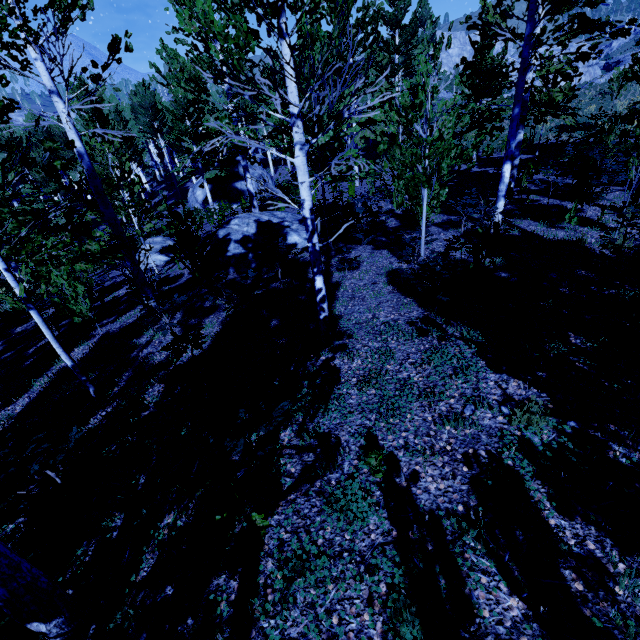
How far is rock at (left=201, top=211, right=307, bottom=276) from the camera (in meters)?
10.80

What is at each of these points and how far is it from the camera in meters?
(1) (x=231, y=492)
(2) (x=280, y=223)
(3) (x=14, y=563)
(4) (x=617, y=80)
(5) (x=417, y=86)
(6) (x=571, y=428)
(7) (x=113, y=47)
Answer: (1) instancedfoliageactor, 2.6
(2) rock, 12.9
(3) instancedfoliageactor, 2.3
(4) instancedfoliageactor, 19.4
(5) instancedfoliageactor, 23.0
(6) instancedfoliageactor, 3.3
(7) instancedfoliageactor, 6.0

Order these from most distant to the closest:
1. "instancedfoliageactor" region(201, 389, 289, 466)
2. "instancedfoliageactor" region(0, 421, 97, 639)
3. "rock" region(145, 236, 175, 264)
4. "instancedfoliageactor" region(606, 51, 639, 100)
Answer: "rock" region(145, 236, 175, 264) → "instancedfoliageactor" region(606, 51, 639, 100) → "instancedfoliageactor" region(201, 389, 289, 466) → "instancedfoliageactor" region(0, 421, 97, 639)

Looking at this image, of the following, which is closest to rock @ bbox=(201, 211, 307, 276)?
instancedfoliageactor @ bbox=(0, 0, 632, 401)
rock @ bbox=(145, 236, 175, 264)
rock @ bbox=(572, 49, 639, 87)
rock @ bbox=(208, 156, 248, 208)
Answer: instancedfoliageactor @ bbox=(0, 0, 632, 401)

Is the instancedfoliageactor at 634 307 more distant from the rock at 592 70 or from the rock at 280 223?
the rock at 592 70

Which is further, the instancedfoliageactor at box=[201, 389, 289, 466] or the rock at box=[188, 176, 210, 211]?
the rock at box=[188, 176, 210, 211]

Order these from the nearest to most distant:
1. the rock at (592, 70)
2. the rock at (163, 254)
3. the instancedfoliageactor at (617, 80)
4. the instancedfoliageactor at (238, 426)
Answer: the instancedfoliageactor at (238, 426), the instancedfoliageactor at (617, 80), the rock at (163, 254), the rock at (592, 70)
